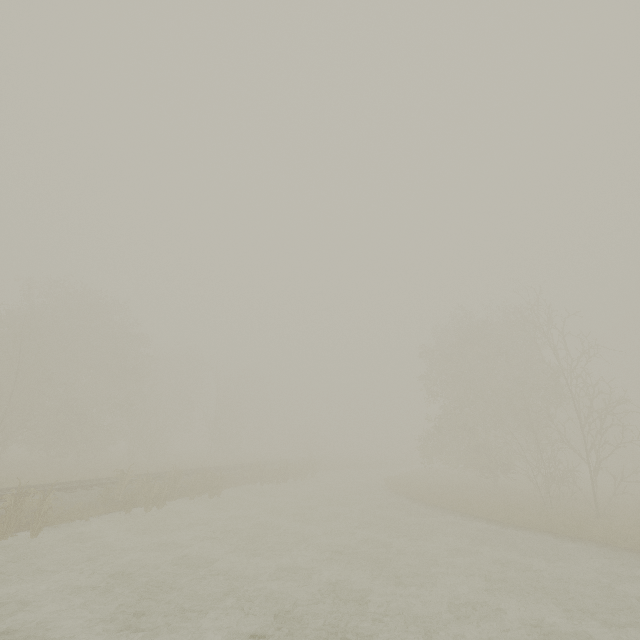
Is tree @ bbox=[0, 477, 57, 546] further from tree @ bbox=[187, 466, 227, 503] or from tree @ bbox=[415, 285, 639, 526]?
tree @ bbox=[415, 285, 639, 526]

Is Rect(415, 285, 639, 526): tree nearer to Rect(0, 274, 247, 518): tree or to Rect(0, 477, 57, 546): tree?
Rect(0, 274, 247, 518): tree

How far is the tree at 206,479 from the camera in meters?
19.5

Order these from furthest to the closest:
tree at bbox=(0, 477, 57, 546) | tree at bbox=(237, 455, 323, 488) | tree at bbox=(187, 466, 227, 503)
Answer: tree at bbox=(237, 455, 323, 488) < tree at bbox=(187, 466, 227, 503) < tree at bbox=(0, 477, 57, 546)

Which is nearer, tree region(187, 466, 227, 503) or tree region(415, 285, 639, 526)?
tree region(187, 466, 227, 503)

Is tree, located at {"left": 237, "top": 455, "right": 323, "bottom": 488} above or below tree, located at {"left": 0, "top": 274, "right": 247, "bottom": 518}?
below

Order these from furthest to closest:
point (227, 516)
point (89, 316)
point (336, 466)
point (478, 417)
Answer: point (336, 466) < point (89, 316) < point (478, 417) < point (227, 516)

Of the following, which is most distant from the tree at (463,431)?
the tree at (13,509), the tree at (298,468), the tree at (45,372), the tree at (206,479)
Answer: the tree at (13,509)
